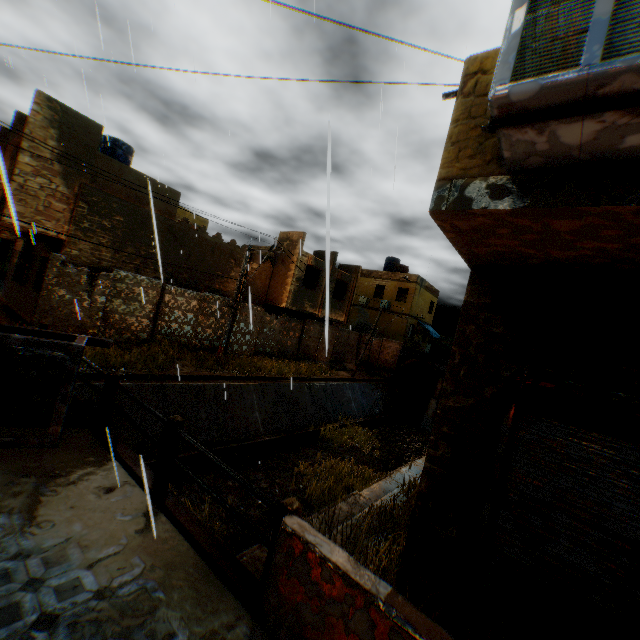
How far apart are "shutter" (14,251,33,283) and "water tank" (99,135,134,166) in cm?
579

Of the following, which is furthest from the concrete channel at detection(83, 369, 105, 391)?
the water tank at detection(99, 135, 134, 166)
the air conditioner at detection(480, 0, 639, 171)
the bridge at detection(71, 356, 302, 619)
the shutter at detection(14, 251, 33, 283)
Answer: the water tank at detection(99, 135, 134, 166)

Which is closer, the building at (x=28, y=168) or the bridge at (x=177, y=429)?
the bridge at (x=177, y=429)

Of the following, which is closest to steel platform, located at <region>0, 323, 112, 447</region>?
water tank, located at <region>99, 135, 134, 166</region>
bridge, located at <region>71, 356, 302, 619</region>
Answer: bridge, located at <region>71, 356, 302, 619</region>

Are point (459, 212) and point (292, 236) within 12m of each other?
no

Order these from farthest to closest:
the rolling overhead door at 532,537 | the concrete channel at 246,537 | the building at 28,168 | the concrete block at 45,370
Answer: the building at 28,168 < the concrete block at 45,370 < the concrete channel at 246,537 < the rolling overhead door at 532,537

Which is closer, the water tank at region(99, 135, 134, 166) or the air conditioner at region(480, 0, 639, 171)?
the air conditioner at region(480, 0, 639, 171)

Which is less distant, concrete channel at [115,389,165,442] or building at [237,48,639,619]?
building at [237,48,639,619]
